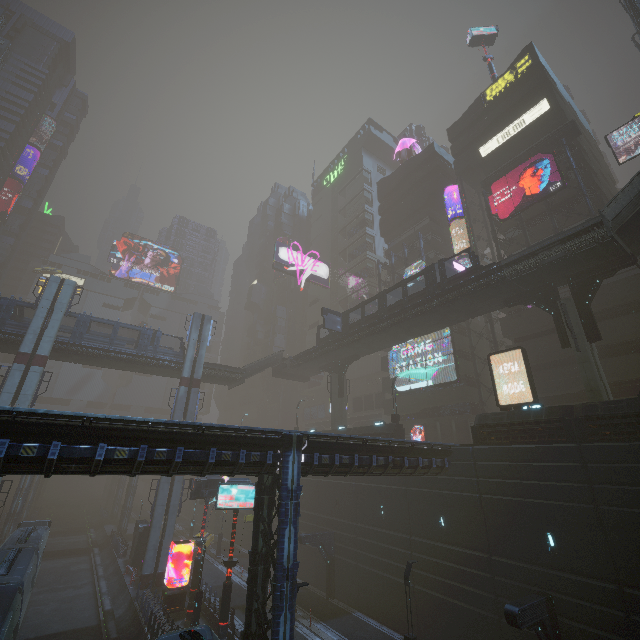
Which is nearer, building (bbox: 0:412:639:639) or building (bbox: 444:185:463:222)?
building (bbox: 0:412:639:639)

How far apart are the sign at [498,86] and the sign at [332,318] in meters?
32.7 m

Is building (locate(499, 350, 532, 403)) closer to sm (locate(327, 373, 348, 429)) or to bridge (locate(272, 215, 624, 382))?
sm (locate(327, 373, 348, 429))

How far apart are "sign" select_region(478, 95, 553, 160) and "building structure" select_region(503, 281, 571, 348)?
22.72m

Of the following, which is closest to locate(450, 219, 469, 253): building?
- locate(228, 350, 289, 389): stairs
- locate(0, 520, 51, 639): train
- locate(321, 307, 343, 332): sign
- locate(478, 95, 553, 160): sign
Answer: locate(478, 95, 553, 160): sign

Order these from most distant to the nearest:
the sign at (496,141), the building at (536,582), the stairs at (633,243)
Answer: the sign at (496,141) → the stairs at (633,243) → the building at (536,582)

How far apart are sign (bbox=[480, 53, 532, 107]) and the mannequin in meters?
13.2

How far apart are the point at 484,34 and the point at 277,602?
66.64m
